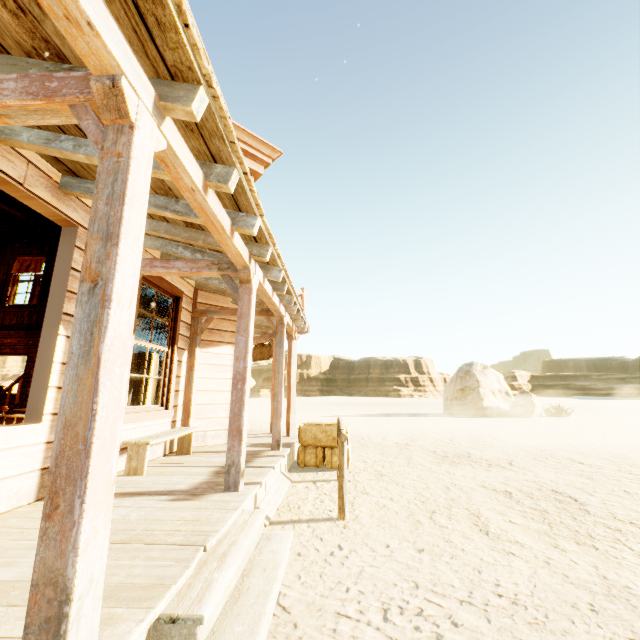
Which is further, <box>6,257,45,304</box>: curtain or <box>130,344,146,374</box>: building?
<box>6,257,45,304</box>: curtain

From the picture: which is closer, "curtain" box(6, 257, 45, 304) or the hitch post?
the hitch post

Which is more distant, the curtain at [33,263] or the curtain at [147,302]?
the curtain at [33,263]

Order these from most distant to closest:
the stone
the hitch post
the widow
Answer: the stone, the widow, the hitch post

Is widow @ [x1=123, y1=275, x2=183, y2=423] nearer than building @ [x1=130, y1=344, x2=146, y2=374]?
Yes

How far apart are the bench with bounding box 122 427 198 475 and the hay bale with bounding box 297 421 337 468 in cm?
201

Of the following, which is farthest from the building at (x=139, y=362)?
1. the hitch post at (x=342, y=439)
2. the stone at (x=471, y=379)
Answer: the stone at (x=471, y=379)

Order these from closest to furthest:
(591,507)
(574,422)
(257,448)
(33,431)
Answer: (33,431)
(591,507)
(257,448)
(574,422)
